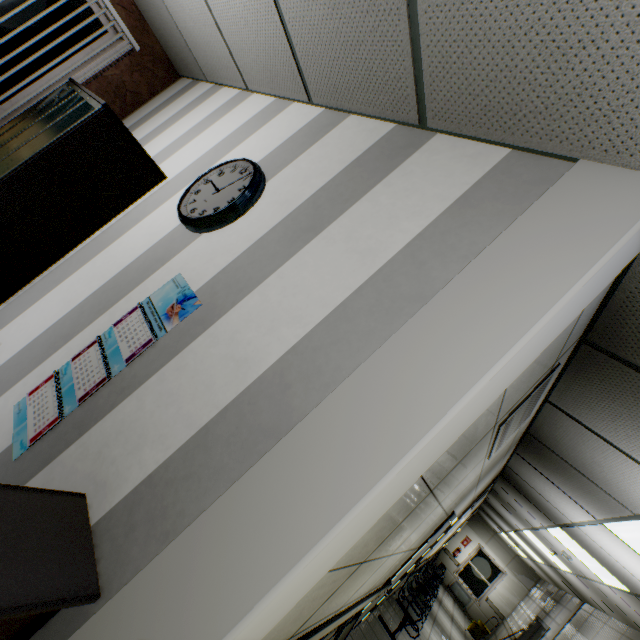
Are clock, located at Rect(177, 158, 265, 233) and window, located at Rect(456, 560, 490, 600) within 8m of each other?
no

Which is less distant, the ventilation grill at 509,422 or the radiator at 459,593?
the ventilation grill at 509,422

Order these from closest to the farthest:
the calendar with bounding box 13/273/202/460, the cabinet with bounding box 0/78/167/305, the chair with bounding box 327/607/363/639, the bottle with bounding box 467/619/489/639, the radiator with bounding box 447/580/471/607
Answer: the calendar with bounding box 13/273/202/460 → the cabinet with bounding box 0/78/167/305 → the chair with bounding box 327/607/363/639 → the bottle with bounding box 467/619/489/639 → the radiator with bounding box 447/580/471/607

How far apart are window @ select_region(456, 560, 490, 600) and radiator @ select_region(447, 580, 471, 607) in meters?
0.1

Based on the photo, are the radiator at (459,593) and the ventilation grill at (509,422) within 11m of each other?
no

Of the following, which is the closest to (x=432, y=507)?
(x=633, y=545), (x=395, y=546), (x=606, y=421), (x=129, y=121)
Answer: (x=395, y=546)

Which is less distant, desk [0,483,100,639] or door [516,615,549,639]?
desk [0,483,100,639]

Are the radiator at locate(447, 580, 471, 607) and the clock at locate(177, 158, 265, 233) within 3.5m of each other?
no
